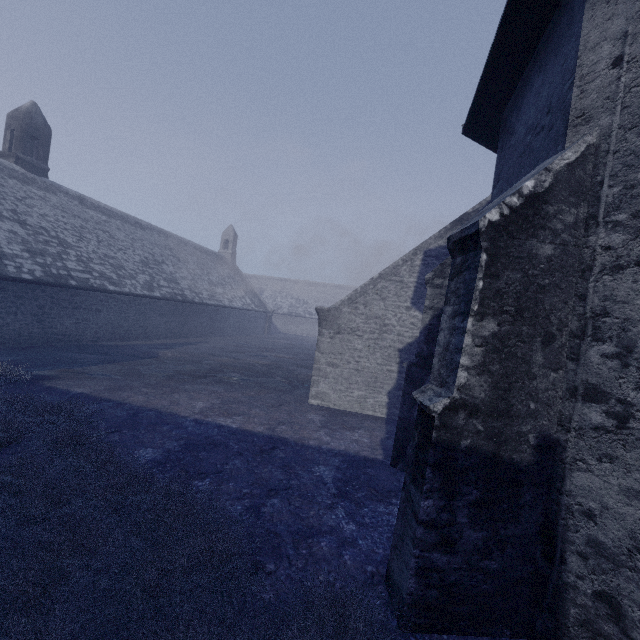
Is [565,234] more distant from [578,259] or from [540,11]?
[540,11]
